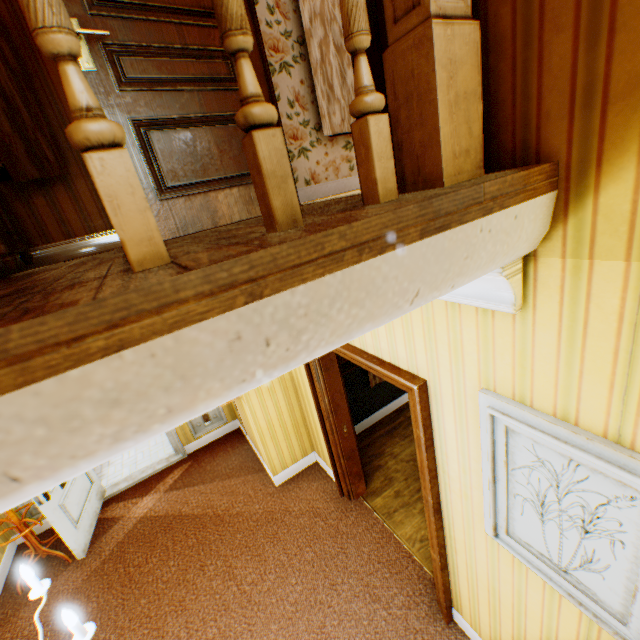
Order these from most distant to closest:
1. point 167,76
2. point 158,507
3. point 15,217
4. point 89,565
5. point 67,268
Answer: point 158,507 → point 89,565 → point 15,217 → point 167,76 → point 67,268

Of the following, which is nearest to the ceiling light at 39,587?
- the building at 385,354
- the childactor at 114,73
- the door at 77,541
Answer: the building at 385,354

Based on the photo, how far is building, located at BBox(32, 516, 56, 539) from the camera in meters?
4.5 m

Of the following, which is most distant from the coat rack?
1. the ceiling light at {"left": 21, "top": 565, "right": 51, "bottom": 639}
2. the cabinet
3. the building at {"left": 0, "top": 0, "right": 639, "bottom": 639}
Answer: the ceiling light at {"left": 21, "top": 565, "right": 51, "bottom": 639}

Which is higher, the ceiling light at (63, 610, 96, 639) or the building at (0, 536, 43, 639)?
the ceiling light at (63, 610, 96, 639)

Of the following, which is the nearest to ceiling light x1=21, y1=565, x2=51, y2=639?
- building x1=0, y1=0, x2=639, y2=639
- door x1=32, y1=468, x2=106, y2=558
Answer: building x1=0, y1=0, x2=639, y2=639

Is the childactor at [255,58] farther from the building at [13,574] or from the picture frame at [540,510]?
the picture frame at [540,510]

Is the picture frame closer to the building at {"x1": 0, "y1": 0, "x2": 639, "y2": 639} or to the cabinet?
the building at {"x1": 0, "y1": 0, "x2": 639, "y2": 639}
